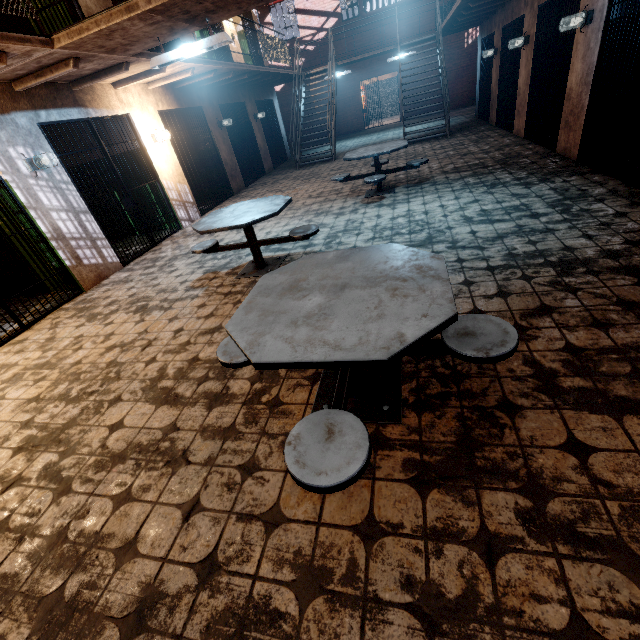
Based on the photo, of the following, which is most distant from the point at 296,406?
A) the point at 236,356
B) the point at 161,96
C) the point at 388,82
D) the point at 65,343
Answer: the point at 388,82

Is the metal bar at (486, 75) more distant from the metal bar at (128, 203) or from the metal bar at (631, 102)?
the metal bar at (128, 203)

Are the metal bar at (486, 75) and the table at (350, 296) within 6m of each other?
no

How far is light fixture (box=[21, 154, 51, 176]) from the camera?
4.6 meters

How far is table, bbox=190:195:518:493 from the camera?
1.4 meters

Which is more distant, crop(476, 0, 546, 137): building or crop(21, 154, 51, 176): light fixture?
crop(476, 0, 546, 137): building

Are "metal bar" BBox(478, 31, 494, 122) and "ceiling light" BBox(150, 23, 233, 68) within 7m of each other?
no

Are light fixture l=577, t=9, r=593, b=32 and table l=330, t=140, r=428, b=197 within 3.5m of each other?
yes
